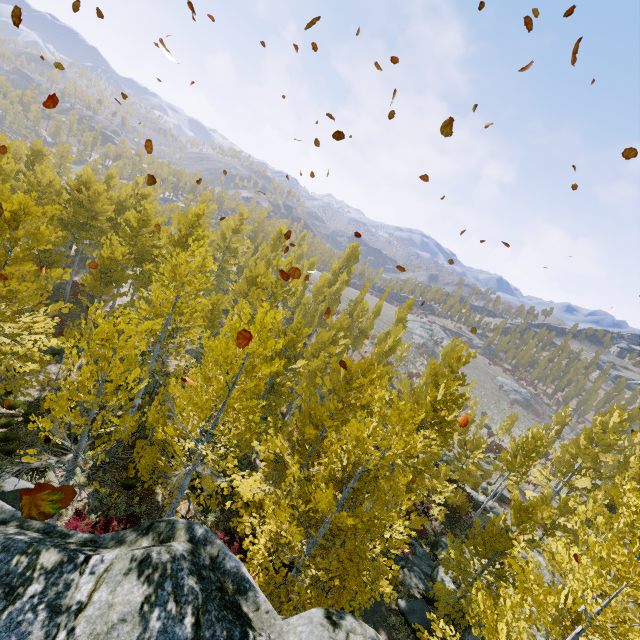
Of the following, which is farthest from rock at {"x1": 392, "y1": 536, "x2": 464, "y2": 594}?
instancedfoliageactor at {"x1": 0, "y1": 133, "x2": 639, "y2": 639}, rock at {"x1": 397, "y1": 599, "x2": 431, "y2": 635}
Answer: rock at {"x1": 397, "y1": 599, "x2": 431, "y2": 635}

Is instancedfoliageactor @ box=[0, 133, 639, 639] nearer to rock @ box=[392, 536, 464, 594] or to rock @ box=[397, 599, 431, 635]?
rock @ box=[392, 536, 464, 594]

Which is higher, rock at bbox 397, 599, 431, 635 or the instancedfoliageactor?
the instancedfoliageactor

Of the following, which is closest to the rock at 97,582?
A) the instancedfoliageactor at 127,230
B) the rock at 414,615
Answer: the instancedfoliageactor at 127,230

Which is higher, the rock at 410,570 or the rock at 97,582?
the rock at 97,582

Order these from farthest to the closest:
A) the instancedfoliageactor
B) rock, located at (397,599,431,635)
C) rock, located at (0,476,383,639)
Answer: rock, located at (397,599,431,635), the instancedfoliageactor, rock, located at (0,476,383,639)

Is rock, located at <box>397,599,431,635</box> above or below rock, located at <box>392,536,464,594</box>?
above

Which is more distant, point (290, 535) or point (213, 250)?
point (213, 250)
